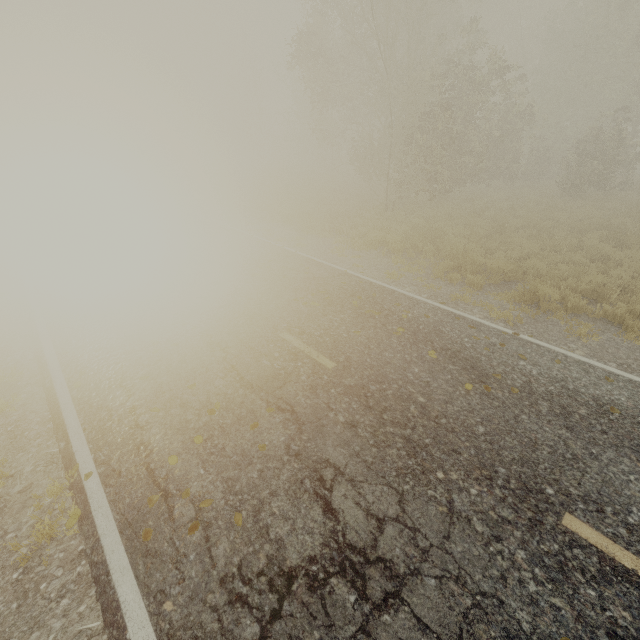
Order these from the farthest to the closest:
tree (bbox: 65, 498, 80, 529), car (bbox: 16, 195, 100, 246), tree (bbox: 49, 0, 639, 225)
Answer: tree (bbox: 49, 0, 639, 225), car (bbox: 16, 195, 100, 246), tree (bbox: 65, 498, 80, 529)

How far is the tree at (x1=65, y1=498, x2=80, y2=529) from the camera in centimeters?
362cm

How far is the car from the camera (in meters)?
11.25

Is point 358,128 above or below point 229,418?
above

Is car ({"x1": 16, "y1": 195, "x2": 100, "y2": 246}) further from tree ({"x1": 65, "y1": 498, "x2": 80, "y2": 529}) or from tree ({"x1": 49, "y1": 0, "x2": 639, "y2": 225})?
tree ({"x1": 49, "y1": 0, "x2": 639, "y2": 225})

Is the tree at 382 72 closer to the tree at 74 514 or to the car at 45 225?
the car at 45 225

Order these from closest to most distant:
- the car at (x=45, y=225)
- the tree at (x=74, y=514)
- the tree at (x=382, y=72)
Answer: the tree at (x=74, y=514)
the car at (x=45, y=225)
the tree at (x=382, y=72)

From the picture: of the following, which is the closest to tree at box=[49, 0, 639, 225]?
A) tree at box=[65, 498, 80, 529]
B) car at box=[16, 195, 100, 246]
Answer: car at box=[16, 195, 100, 246]
